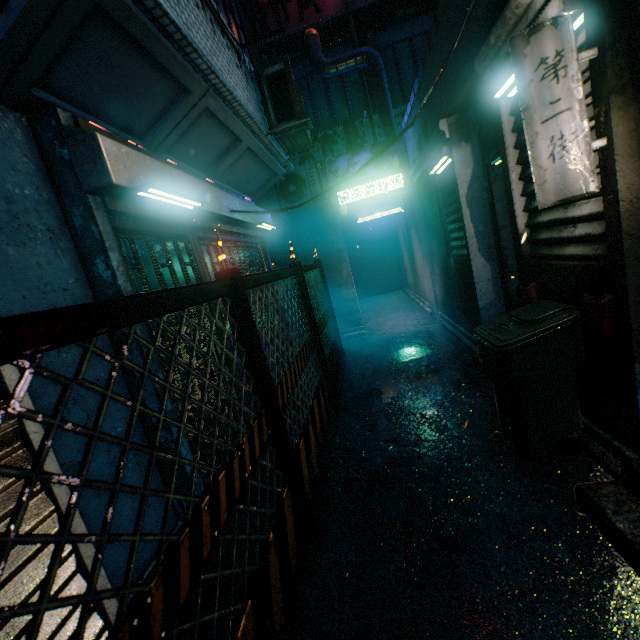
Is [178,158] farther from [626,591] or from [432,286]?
[432,286]

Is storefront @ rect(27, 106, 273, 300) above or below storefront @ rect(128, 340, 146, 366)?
above

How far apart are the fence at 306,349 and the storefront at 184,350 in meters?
0.7 m

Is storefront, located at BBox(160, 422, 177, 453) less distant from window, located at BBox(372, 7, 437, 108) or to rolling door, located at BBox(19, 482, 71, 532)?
rolling door, located at BBox(19, 482, 71, 532)

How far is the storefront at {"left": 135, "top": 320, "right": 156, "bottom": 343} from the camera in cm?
211

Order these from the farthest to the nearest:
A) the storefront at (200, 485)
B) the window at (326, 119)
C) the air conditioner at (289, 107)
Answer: the window at (326, 119) < the air conditioner at (289, 107) < the storefront at (200, 485)

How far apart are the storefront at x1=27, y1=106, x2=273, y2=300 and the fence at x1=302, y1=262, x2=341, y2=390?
0.7m
